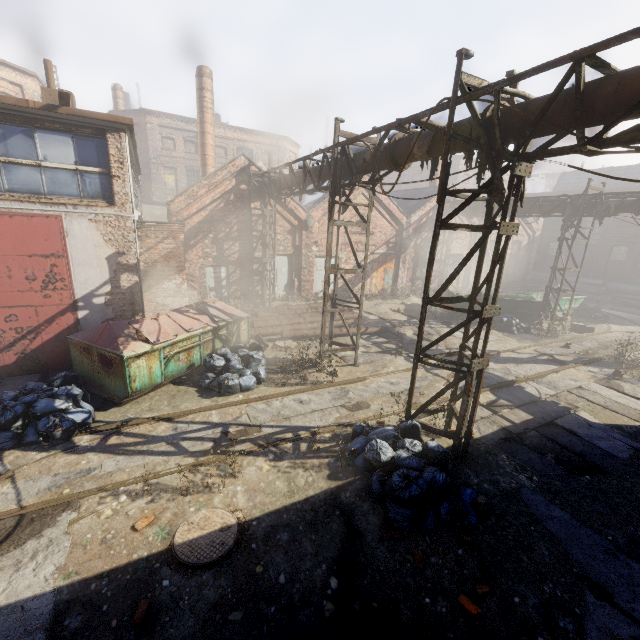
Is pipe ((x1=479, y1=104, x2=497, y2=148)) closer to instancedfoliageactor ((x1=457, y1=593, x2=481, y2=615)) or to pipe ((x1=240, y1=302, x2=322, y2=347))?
pipe ((x1=240, y1=302, x2=322, y2=347))

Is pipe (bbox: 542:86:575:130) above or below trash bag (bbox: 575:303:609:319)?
above

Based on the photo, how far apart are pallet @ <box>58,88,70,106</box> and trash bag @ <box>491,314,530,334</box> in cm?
1729

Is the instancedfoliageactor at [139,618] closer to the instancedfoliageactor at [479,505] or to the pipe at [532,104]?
the instancedfoliageactor at [479,505]

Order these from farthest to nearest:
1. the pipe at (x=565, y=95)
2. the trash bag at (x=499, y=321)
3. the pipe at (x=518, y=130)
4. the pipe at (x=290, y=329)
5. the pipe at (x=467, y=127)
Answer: the trash bag at (x=499, y=321) < the pipe at (x=290, y=329) < the pipe at (x=467, y=127) < the pipe at (x=518, y=130) < the pipe at (x=565, y=95)

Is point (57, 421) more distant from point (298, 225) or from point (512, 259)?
point (512, 259)

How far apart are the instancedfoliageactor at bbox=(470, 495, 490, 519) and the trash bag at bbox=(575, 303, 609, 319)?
19.7m

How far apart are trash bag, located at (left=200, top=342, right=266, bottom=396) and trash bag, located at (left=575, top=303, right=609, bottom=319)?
19.7 meters
